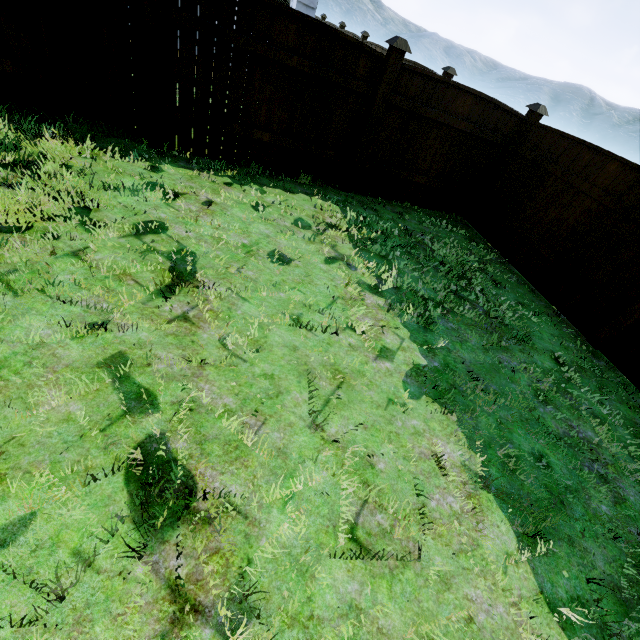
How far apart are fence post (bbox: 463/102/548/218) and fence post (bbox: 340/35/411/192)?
2.7 meters

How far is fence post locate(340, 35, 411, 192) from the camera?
4.56m

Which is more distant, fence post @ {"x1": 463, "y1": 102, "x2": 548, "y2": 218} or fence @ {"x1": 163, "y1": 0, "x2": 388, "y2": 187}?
fence post @ {"x1": 463, "y1": 102, "x2": 548, "y2": 218}

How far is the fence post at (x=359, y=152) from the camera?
4.6m

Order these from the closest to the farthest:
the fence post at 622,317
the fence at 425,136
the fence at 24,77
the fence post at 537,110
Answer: the fence at 24,77 < the fence post at 622,317 < the fence at 425,136 < the fence post at 537,110

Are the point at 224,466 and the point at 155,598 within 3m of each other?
yes

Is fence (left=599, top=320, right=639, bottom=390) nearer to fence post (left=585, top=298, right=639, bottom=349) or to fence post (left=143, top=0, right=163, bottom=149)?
fence post (left=585, top=298, right=639, bottom=349)

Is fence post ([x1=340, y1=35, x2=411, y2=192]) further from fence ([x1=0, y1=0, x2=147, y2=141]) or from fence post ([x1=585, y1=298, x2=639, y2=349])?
fence post ([x1=585, y1=298, x2=639, y2=349])
